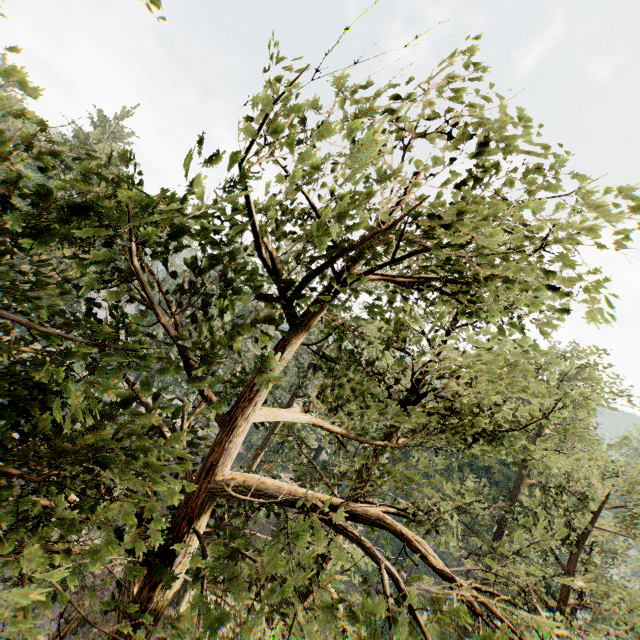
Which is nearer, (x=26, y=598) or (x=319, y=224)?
(x=26, y=598)
